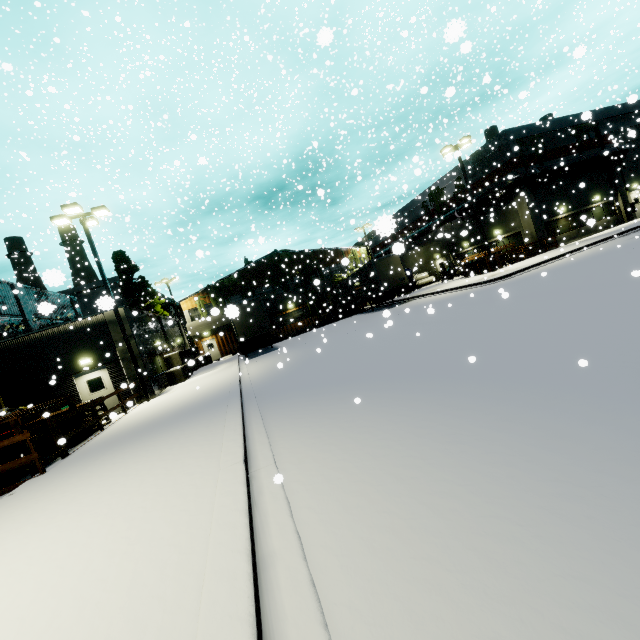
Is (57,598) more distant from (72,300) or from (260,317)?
(72,300)

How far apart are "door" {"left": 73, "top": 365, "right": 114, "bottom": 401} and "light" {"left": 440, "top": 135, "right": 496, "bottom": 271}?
25.9m

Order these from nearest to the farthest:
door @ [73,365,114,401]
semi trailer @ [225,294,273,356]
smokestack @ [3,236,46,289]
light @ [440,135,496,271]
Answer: door @ [73,365,114,401] < semi trailer @ [225,294,273,356] < light @ [440,135,496,271] < smokestack @ [3,236,46,289]

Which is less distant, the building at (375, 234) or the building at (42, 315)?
the building at (375, 234)

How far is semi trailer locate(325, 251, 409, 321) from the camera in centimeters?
2616cm

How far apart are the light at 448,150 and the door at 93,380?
25.86m

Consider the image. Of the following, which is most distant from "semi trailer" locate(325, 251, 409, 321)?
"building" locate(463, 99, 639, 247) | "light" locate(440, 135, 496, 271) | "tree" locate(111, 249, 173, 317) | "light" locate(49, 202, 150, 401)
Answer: "light" locate(49, 202, 150, 401)

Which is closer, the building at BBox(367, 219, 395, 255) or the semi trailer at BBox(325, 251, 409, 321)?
the building at BBox(367, 219, 395, 255)
